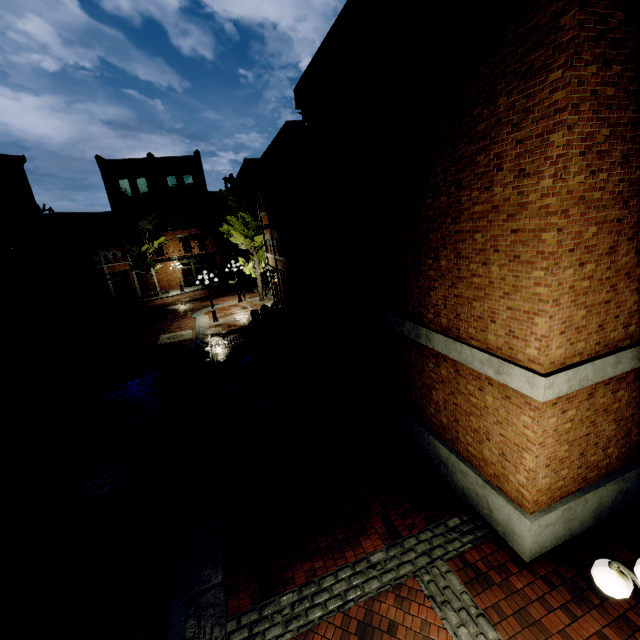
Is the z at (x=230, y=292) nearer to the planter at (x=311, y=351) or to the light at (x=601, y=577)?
the planter at (x=311, y=351)

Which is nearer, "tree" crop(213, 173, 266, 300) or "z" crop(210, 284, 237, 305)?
"tree" crop(213, 173, 266, 300)

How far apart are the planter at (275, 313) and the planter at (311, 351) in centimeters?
691cm

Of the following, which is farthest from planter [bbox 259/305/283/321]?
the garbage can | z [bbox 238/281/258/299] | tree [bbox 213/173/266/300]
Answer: the garbage can

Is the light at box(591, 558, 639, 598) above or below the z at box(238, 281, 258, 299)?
above

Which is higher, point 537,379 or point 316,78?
point 316,78

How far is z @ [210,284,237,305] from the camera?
30.31m

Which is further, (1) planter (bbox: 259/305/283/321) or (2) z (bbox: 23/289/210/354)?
(2) z (bbox: 23/289/210/354)
